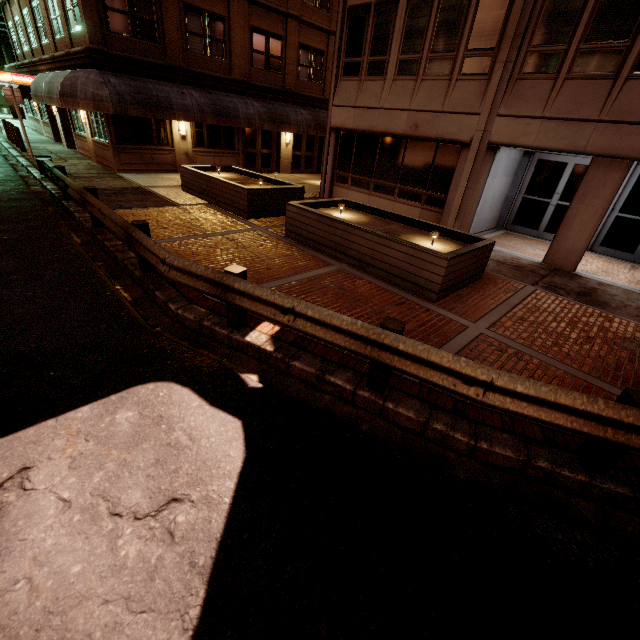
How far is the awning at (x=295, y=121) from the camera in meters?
12.9

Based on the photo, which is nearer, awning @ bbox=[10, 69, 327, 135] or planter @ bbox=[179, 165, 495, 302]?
planter @ bbox=[179, 165, 495, 302]

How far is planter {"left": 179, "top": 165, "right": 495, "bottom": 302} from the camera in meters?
6.7

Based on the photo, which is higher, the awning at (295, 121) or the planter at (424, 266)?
the awning at (295, 121)

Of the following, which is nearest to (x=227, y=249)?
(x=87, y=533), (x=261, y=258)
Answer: (x=261, y=258)

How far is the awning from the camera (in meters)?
12.92

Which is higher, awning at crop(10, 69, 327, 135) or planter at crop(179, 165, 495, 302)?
awning at crop(10, 69, 327, 135)
